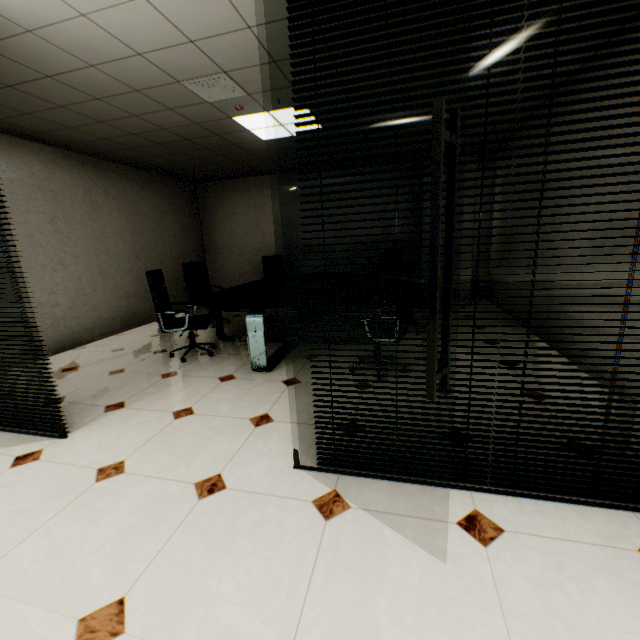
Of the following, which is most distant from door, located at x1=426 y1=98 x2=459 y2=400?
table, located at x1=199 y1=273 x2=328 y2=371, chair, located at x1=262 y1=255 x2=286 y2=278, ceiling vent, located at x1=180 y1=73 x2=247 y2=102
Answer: chair, located at x1=262 y1=255 x2=286 y2=278

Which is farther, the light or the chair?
the chair

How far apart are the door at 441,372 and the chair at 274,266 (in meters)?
5.75

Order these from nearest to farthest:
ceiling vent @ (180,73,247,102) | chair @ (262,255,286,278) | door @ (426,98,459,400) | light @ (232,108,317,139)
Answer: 1. door @ (426,98,459,400)
2. ceiling vent @ (180,73,247,102)
3. light @ (232,108,317,139)
4. chair @ (262,255,286,278)

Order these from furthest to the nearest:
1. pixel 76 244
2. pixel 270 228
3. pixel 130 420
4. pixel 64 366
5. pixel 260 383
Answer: pixel 270 228 → pixel 76 244 → pixel 64 366 → pixel 260 383 → pixel 130 420

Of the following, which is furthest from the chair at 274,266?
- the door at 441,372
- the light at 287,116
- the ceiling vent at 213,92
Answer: the door at 441,372

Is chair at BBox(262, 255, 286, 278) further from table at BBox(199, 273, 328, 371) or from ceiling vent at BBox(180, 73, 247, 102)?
ceiling vent at BBox(180, 73, 247, 102)

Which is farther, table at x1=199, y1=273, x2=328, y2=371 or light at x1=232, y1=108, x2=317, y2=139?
light at x1=232, y1=108, x2=317, y2=139
